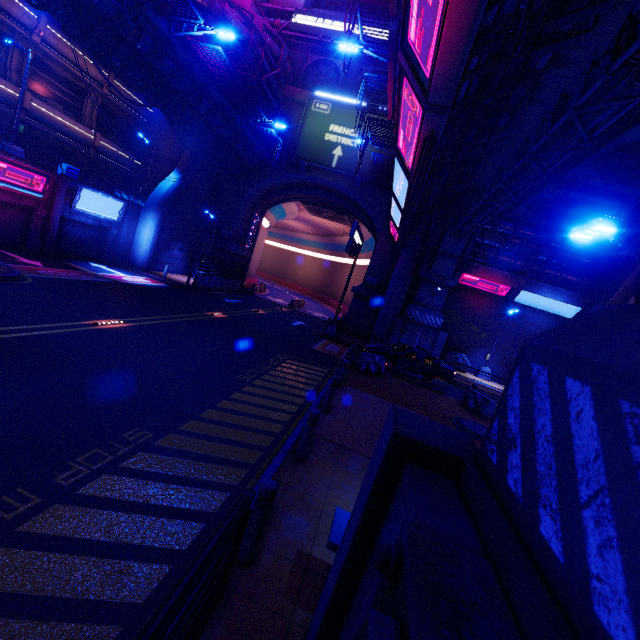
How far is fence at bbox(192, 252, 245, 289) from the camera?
25.5m

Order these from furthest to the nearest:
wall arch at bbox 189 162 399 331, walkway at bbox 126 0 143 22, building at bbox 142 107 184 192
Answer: building at bbox 142 107 184 192 < wall arch at bbox 189 162 399 331 < walkway at bbox 126 0 143 22

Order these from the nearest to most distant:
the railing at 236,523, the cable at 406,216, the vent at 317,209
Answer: the railing at 236,523
the cable at 406,216
the vent at 317,209

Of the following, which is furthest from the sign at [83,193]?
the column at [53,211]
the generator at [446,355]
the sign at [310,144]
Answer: the generator at [446,355]

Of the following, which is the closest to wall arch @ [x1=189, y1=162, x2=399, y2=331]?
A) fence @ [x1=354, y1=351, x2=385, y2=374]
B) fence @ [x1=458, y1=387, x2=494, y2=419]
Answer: fence @ [x1=354, y1=351, x2=385, y2=374]

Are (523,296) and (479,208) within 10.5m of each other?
no

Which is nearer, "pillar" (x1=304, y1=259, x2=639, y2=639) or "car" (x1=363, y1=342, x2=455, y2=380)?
"pillar" (x1=304, y1=259, x2=639, y2=639)

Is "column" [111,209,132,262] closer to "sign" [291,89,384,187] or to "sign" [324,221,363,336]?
"sign" [291,89,384,187]
